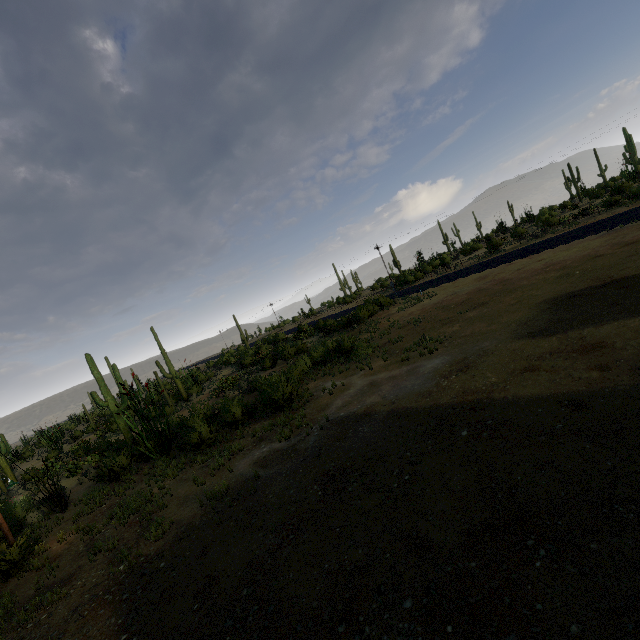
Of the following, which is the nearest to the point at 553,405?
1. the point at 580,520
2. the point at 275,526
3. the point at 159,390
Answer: the point at 580,520
